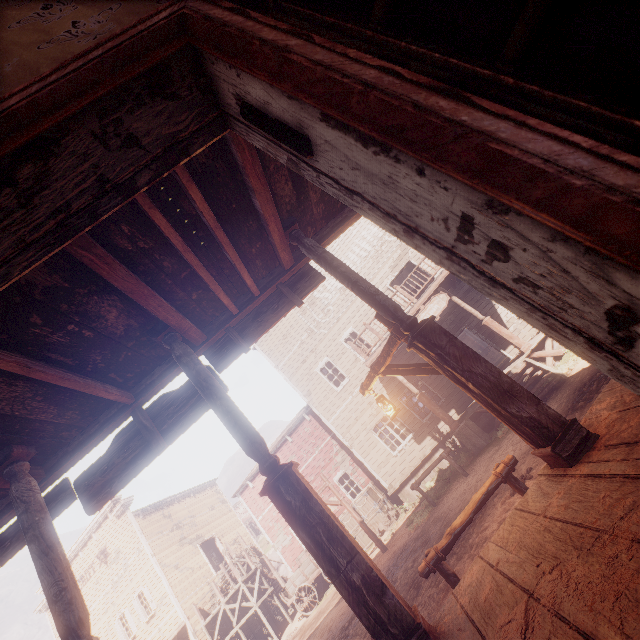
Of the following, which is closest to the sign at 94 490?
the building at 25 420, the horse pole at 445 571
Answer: the building at 25 420

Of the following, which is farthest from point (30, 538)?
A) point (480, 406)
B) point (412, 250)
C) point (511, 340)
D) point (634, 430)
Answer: point (412, 250)

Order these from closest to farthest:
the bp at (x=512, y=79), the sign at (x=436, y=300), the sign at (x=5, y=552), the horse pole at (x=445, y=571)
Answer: the bp at (x=512, y=79) < the sign at (x=5, y=552) < the horse pole at (x=445, y=571) < the sign at (x=436, y=300)

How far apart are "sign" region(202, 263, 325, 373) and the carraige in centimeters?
1527cm

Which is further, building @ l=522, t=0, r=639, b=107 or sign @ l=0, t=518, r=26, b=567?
sign @ l=0, t=518, r=26, b=567

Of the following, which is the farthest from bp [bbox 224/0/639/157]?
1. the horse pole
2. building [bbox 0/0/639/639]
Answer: the horse pole

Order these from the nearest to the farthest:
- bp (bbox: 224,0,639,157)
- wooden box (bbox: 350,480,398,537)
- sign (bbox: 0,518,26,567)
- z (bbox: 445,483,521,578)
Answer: bp (bbox: 224,0,639,157)
sign (bbox: 0,518,26,567)
z (bbox: 445,483,521,578)
wooden box (bbox: 350,480,398,537)

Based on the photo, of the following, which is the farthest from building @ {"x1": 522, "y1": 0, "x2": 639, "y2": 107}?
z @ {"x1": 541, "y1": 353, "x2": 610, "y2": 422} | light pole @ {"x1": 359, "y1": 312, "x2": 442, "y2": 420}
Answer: light pole @ {"x1": 359, "y1": 312, "x2": 442, "y2": 420}
